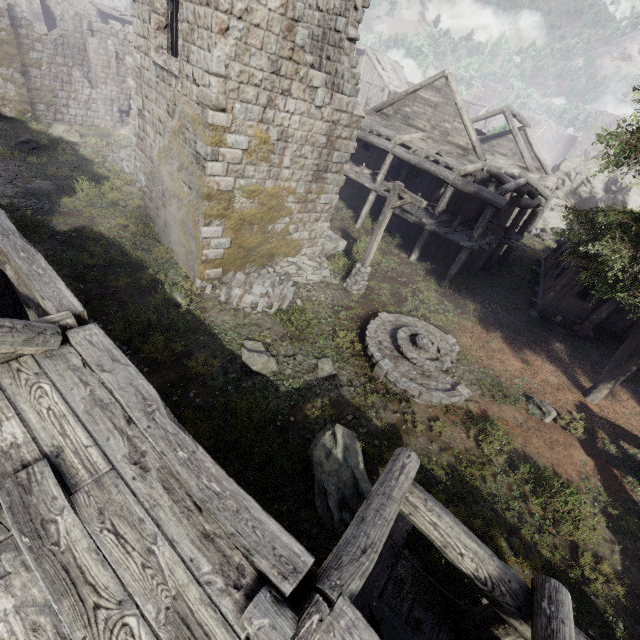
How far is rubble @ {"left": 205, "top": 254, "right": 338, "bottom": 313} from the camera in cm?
1195

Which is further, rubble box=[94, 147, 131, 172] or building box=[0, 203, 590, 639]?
rubble box=[94, 147, 131, 172]

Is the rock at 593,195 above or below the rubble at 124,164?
above

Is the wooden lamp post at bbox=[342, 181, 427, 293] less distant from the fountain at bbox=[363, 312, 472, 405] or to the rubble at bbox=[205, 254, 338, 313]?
the rubble at bbox=[205, 254, 338, 313]

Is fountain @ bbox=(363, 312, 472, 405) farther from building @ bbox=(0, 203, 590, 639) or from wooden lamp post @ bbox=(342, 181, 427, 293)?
building @ bbox=(0, 203, 590, 639)

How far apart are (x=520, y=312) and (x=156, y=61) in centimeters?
Result: 1886cm

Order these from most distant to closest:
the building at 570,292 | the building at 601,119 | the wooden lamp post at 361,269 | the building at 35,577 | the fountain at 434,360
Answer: the building at 601,119
the building at 570,292
the wooden lamp post at 361,269
the fountain at 434,360
the building at 35,577

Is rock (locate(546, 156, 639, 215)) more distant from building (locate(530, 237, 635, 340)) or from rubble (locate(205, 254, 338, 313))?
rubble (locate(205, 254, 338, 313))
